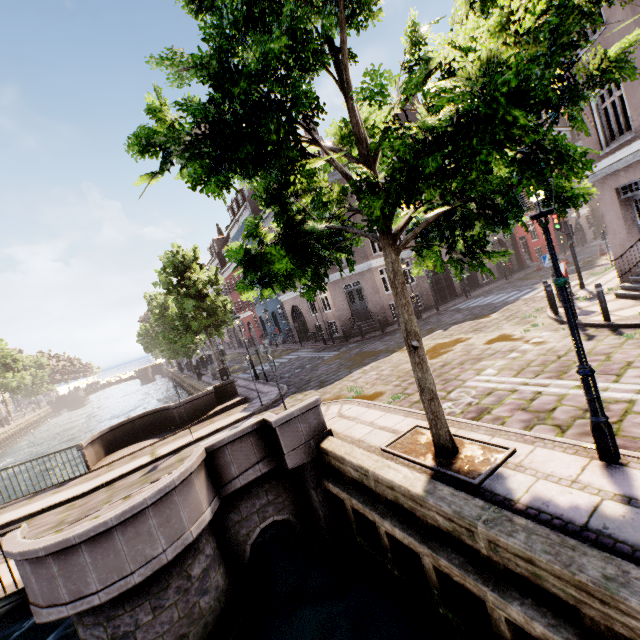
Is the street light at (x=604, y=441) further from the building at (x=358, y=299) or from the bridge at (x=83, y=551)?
the bridge at (x=83, y=551)

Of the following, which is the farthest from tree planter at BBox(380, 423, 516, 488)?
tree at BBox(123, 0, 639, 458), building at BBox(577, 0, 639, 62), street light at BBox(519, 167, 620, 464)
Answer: building at BBox(577, 0, 639, 62)

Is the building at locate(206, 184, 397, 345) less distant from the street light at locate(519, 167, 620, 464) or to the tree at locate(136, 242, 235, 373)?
the street light at locate(519, 167, 620, 464)

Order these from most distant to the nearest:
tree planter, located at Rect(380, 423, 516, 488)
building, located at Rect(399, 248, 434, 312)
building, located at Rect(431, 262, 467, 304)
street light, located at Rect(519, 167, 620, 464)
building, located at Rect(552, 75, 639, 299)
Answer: building, located at Rect(431, 262, 467, 304) → building, located at Rect(399, 248, 434, 312) → building, located at Rect(552, 75, 639, 299) → tree planter, located at Rect(380, 423, 516, 488) → street light, located at Rect(519, 167, 620, 464)

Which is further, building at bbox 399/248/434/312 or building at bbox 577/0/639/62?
building at bbox 399/248/434/312

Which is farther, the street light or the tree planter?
the tree planter

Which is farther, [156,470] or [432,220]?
[156,470]

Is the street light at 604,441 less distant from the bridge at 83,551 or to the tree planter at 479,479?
the tree planter at 479,479
